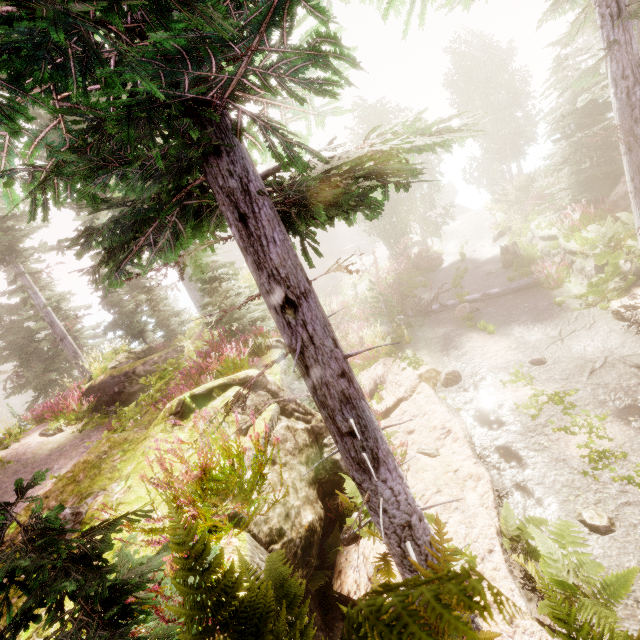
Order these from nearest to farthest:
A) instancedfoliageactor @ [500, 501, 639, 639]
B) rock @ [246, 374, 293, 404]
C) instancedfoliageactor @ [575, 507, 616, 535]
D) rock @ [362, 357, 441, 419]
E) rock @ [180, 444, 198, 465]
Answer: instancedfoliageactor @ [500, 501, 639, 639]
rock @ [180, 444, 198, 465]
instancedfoliageactor @ [575, 507, 616, 535]
rock @ [246, 374, 293, 404]
rock @ [362, 357, 441, 419]

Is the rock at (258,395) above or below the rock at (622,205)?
above

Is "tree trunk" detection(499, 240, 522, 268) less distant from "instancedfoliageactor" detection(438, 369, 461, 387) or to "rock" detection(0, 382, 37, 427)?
"instancedfoliageactor" detection(438, 369, 461, 387)

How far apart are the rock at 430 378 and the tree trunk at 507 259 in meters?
9.2 m

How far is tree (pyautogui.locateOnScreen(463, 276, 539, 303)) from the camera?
13.11m

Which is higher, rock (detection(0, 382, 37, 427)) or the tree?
rock (detection(0, 382, 37, 427))

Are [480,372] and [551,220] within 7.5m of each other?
yes

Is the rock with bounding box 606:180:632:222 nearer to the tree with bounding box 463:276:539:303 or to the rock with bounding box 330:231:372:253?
the tree with bounding box 463:276:539:303
